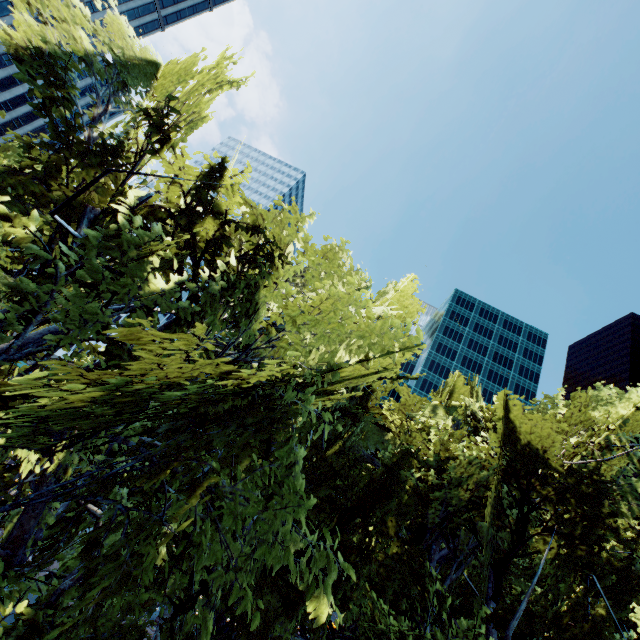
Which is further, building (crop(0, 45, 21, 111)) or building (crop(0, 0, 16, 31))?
building (crop(0, 45, 21, 111))

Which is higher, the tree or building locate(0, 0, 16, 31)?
building locate(0, 0, 16, 31)

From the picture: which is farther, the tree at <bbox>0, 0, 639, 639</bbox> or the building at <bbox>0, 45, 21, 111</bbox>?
the building at <bbox>0, 45, 21, 111</bbox>

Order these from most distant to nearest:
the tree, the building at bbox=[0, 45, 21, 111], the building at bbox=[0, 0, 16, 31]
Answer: the building at bbox=[0, 45, 21, 111], the building at bbox=[0, 0, 16, 31], the tree

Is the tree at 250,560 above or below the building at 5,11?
below

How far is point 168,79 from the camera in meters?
9.5

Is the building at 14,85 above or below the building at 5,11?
below
